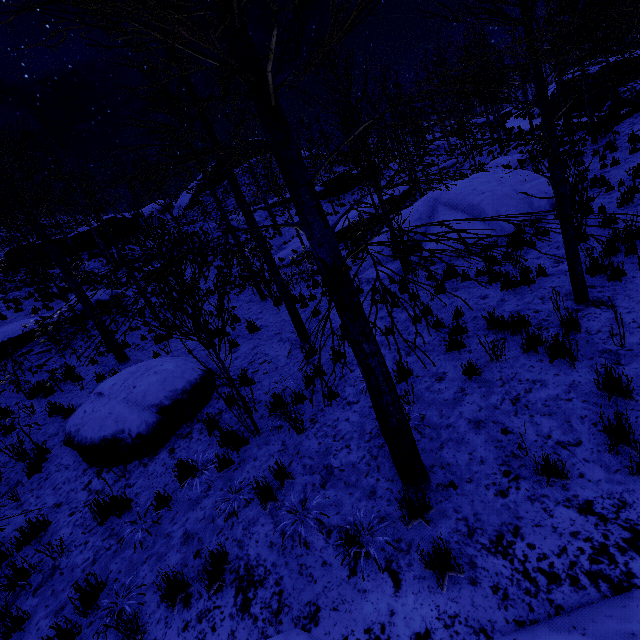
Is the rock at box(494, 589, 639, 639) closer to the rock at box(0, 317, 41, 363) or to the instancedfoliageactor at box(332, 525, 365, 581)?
the instancedfoliageactor at box(332, 525, 365, 581)

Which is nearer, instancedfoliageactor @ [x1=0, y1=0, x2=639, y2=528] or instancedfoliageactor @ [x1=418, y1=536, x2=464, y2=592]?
instancedfoliageactor @ [x1=0, y1=0, x2=639, y2=528]

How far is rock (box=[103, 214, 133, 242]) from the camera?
30.3 meters

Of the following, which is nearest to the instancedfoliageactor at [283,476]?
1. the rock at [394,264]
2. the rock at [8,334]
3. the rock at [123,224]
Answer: the rock at [394,264]

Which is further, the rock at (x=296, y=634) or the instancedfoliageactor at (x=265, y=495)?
the instancedfoliageactor at (x=265, y=495)

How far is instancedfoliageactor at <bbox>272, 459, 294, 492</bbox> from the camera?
4.50m

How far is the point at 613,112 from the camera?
4.5m
